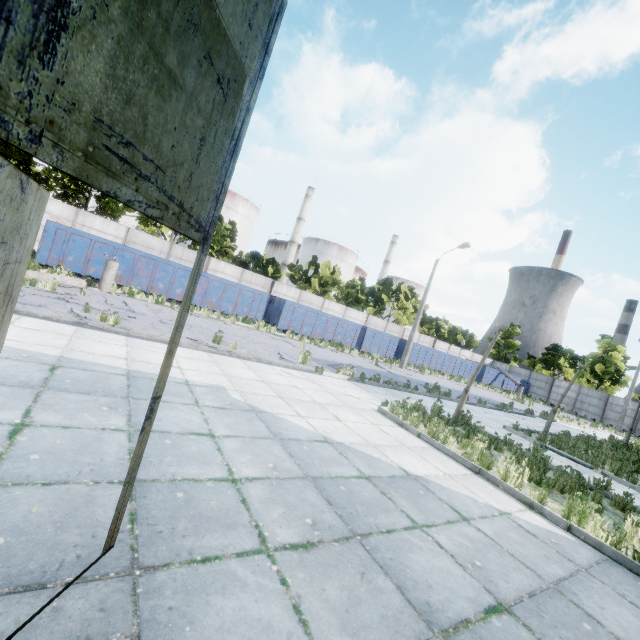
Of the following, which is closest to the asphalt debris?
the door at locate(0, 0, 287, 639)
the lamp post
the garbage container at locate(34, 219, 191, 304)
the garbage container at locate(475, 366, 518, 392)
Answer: the lamp post

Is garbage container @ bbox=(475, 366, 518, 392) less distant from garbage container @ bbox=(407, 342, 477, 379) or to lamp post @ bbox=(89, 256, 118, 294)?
garbage container @ bbox=(407, 342, 477, 379)

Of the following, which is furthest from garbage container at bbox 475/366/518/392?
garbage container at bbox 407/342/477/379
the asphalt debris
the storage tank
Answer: the storage tank

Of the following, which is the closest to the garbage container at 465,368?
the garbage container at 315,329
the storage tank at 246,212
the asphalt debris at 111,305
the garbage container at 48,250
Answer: the garbage container at 315,329

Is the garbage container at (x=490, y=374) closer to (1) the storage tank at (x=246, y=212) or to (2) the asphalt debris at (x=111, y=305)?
(2) the asphalt debris at (x=111, y=305)

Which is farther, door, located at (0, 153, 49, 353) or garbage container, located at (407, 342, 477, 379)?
garbage container, located at (407, 342, 477, 379)

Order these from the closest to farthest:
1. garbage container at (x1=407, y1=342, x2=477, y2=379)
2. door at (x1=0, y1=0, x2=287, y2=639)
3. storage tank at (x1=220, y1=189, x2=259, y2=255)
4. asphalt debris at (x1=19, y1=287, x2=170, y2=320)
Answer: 1. door at (x1=0, y1=0, x2=287, y2=639)
2. asphalt debris at (x1=19, y1=287, x2=170, y2=320)
3. garbage container at (x1=407, y1=342, x2=477, y2=379)
4. storage tank at (x1=220, y1=189, x2=259, y2=255)

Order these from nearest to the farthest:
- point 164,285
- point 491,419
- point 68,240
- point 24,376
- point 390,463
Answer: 1. point 24,376
2. point 390,463
3. point 491,419
4. point 68,240
5. point 164,285
